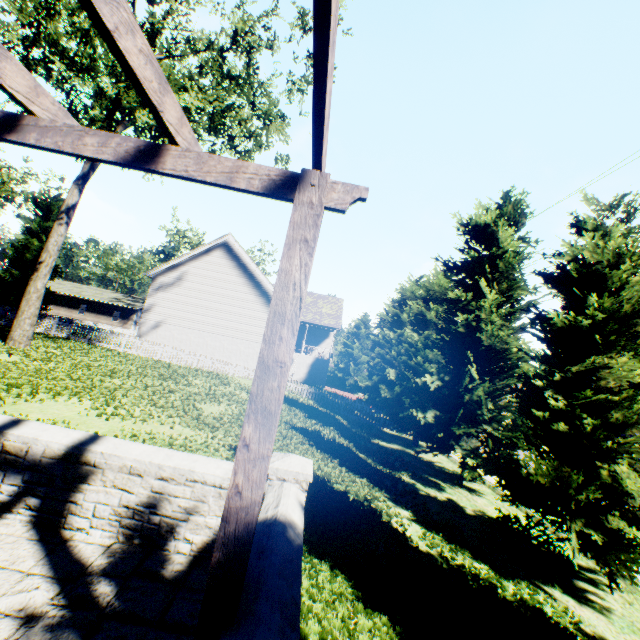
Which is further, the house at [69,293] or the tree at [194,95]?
the house at [69,293]

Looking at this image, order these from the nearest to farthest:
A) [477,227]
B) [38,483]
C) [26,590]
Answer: [26,590], [38,483], [477,227]

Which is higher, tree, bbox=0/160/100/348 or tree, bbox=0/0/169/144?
tree, bbox=0/0/169/144

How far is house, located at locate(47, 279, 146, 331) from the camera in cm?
4672

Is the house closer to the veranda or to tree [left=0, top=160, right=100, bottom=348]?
tree [left=0, top=160, right=100, bottom=348]

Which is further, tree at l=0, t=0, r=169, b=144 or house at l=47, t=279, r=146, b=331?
house at l=47, t=279, r=146, b=331

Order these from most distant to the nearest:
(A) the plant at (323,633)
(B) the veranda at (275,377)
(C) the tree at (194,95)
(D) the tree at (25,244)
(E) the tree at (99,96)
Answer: (D) the tree at (25,244)
(C) the tree at (194,95)
(E) the tree at (99,96)
(A) the plant at (323,633)
(B) the veranda at (275,377)
